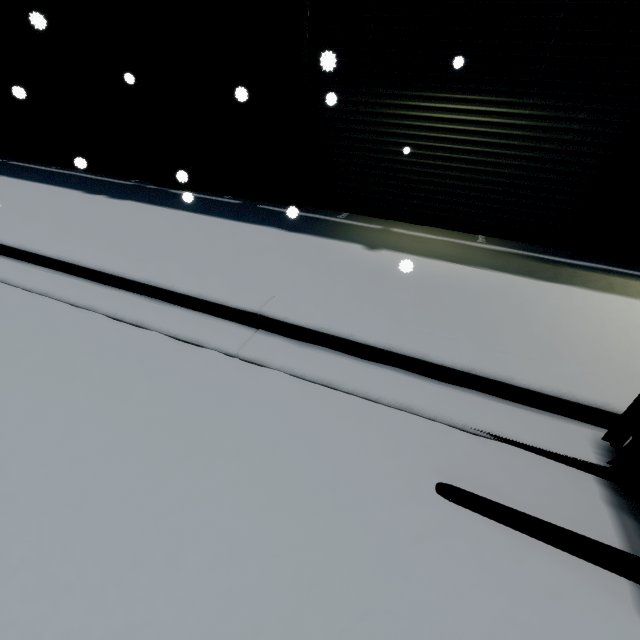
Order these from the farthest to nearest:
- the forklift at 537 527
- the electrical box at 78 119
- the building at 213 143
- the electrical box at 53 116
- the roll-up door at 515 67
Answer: the electrical box at 53 116
the electrical box at 78 119
the building at 213 143
the roll-up door at 515 67
the forklift at 537 527

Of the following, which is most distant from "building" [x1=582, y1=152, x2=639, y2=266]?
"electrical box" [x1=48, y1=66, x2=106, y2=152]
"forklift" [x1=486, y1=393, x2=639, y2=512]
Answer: "forklift" [x1=486, y1=393, x2=639, y2=512]

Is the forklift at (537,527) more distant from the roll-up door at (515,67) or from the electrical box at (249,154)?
the electrical box at (249,154)

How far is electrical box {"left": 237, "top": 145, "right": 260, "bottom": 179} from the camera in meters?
5.9 m

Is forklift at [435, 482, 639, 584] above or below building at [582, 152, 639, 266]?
below

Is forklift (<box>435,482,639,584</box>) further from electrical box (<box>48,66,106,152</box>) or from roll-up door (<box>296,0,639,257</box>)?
electrical box (<box>48,66,106,152</box>)

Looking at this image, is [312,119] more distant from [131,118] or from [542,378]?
[542,378]

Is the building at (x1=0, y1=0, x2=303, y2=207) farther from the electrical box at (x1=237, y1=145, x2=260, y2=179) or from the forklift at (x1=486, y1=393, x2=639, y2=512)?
the forklift at (x1=486, y1=393, x2=639, y2=512)
